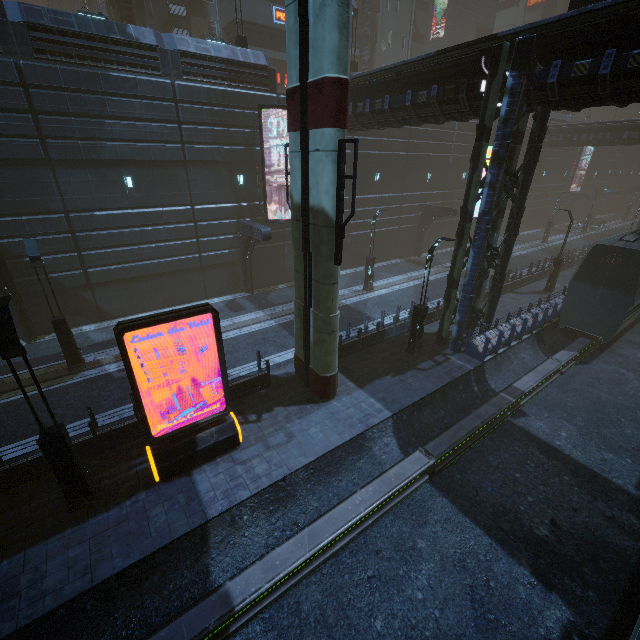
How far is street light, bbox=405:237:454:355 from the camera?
13.30m

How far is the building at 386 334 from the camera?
15.1 meters

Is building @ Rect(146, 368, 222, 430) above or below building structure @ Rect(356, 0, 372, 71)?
below

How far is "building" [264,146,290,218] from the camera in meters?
20.3

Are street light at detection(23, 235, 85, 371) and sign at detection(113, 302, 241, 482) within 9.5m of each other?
yes

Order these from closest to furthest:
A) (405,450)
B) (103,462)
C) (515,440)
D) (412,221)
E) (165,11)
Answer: (103,462) < (405,450) < (515,440) < (165,11) < (412,221)

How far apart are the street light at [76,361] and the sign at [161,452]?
7.5 meters

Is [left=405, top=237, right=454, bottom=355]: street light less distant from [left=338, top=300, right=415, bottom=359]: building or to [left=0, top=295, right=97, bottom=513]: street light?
[left=338, top=300, right=415, bottom=359]: building
